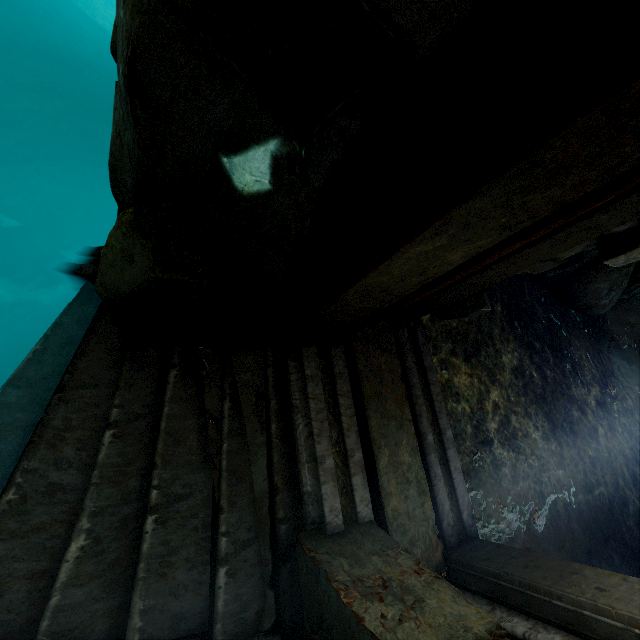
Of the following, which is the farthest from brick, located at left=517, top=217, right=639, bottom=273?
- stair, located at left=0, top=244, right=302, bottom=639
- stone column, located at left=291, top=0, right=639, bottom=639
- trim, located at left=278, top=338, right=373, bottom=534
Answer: stair, located at left=0, top=244, right=302, bottom=639

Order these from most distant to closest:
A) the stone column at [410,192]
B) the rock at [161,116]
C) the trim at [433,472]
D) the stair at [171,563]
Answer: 1. the trim at [433,472]
2. the stair at [171,563]
3. the rock at [161,116]
4. the stone column at [410,192]

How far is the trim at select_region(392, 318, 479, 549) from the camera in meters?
3.3

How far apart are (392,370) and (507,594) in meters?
2.0

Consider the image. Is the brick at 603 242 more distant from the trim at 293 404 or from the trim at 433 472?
the trim at 293 404

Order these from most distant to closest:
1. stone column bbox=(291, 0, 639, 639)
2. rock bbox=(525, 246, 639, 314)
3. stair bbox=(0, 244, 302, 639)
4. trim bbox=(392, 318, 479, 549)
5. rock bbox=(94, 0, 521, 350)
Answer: rock bbox=(525, 246, 639, 314) → trim bbox=(392, 318, 479, 549) → stair bbox=(0, 244, 302, 639) → rock bbox=(94, 0, 521, 350) → stone column bbox=(291, 0, 639, 639)

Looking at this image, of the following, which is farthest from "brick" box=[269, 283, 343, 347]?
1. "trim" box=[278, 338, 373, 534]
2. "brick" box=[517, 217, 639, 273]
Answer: "brick" box=[517, 217, 639, 273]

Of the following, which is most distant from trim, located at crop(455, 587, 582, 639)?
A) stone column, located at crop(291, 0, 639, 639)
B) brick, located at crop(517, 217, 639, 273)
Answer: brick, located at crop(517, 217, 639, 273)
